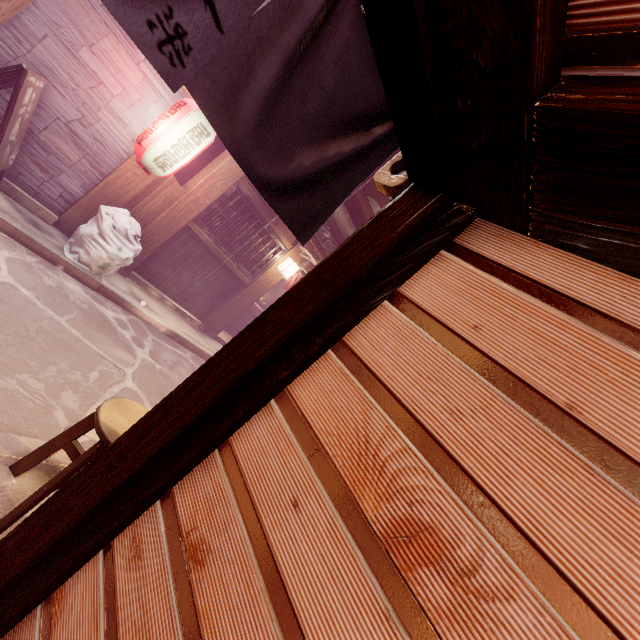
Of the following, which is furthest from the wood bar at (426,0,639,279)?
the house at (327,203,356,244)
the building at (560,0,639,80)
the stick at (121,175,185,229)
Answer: the house at (327,203,356,244)

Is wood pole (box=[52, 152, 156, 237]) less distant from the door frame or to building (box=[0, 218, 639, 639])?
the door frame

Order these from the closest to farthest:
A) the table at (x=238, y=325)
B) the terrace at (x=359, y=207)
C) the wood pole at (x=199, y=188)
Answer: the wood pole at (x=199, y=188)
the terrace at (x=359, y=207)
the table at (x=238, y=325)

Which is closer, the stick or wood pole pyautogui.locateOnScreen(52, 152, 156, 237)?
wood pole pyautogui.locateOnScreen(52, 152, 156, 237)

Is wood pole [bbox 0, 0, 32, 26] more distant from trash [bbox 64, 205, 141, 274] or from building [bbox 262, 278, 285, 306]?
building [bbox 262, 278, 285, 306]

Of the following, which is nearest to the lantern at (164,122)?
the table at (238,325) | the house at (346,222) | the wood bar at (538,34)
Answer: the house at (346,222)

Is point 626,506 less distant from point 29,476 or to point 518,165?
point 518,165

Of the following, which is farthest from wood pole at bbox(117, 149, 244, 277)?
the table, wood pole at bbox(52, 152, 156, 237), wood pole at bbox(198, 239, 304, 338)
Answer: the table
